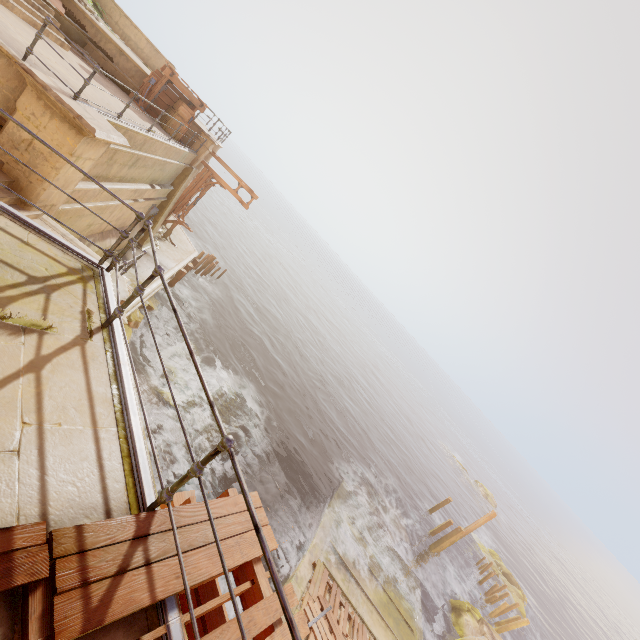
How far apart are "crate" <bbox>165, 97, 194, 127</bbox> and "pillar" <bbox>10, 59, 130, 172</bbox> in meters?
7.9

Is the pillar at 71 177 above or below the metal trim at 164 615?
below

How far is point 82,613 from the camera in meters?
1.9

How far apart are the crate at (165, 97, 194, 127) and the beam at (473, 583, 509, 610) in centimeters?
3596cm

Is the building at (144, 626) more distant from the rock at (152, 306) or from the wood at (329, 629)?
the wood at (329, 629)

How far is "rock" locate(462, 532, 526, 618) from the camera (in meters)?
27.78

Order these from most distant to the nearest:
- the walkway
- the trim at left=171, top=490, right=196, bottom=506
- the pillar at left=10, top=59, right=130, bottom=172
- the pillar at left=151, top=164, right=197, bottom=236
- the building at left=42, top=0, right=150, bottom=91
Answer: the pillar at left=151, top=164, right=197, bottom=236 < the walkway < the building at left=42, top=0, right=150, bottom=91 < the pillar at left=10, top=59, right=130, bottom=172 < the trim at left=171, top=490, right=196, bottom=506

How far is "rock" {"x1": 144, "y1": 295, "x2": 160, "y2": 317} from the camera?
16.9m
